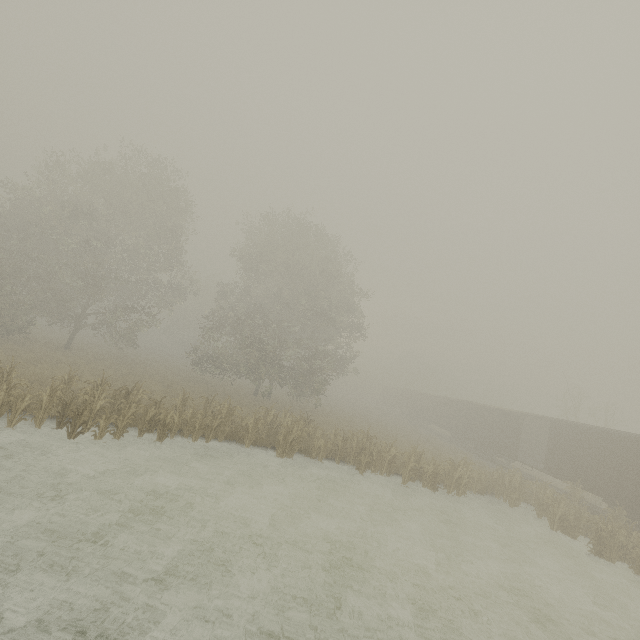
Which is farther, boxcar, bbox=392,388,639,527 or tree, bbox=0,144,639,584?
boxcar, bbox=392,388,639,527

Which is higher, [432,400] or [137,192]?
[137,192]

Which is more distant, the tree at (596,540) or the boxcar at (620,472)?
the boxcar at (620,472)
